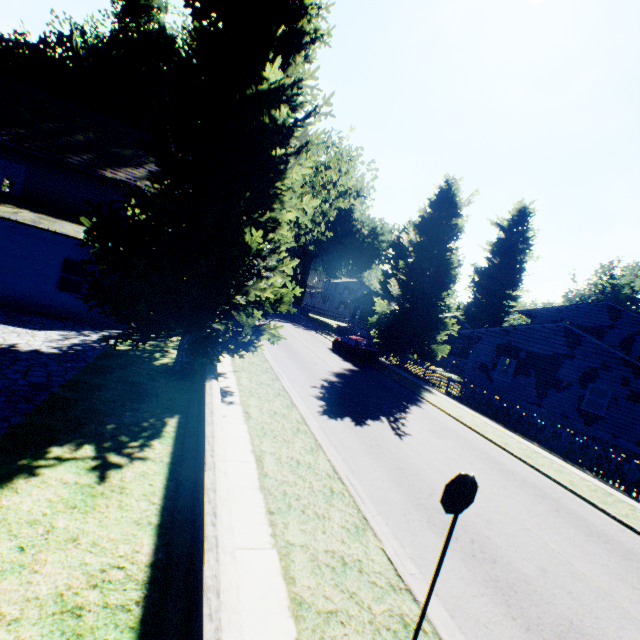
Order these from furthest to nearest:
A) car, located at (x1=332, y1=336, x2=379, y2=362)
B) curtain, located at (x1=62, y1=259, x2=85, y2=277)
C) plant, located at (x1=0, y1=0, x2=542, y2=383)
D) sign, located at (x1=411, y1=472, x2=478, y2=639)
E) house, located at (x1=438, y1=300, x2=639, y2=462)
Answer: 1. car, located at (x1=332, y1=336, x2=379, y2=362)
2. house, located at (x1=438, y1=300, x2=639, y2=462)
3. curtain, located at (x1=62, y1=259, x2=85, y2=277)
4. plant, located at (x1=0, y1=0, x2=542, y2=383)
5. sign, located at (x1=411, y1=472, x2=478, y2=639)

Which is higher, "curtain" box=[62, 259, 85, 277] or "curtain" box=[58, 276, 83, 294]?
"curtain" box=[62, 259, 85, 277]

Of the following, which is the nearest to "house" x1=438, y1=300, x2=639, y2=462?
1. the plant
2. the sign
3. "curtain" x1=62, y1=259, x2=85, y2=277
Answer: the plant

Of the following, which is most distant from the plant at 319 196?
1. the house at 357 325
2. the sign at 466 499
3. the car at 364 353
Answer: the sign at 466 499

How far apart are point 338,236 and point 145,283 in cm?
5147

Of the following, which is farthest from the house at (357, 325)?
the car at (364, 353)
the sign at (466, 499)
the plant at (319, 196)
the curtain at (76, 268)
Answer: the curtain at (76, 268)

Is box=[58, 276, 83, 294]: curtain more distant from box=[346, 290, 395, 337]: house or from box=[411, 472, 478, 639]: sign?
box=[346, 290, 395, 337]: house

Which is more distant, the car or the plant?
the car
